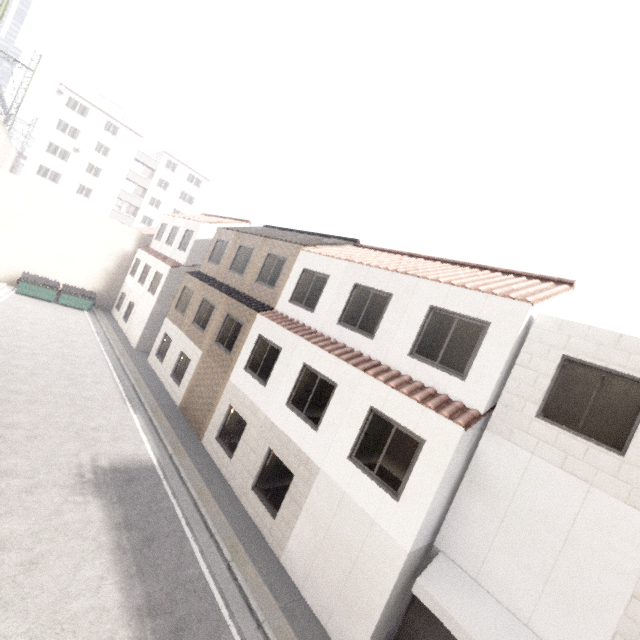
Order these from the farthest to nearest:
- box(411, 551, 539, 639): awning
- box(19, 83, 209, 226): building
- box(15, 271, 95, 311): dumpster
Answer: box(19, 83, 209, 226): building < box(15, 271, 95, 311): dumpster < box(411, 551, 539, 639): awning

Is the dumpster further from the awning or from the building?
the awning

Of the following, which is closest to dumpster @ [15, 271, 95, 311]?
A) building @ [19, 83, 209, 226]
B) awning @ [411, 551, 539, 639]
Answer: building @ [19, 83, 209, 226]

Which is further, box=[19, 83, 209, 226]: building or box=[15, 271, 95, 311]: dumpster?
→ box=[19, 83, 209, 226]: building

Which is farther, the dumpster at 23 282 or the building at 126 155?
the building at 126 155

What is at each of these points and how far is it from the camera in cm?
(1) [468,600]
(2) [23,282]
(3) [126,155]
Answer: (1) awning, 652
(2) dumpster, 2153
(3) building, 4409

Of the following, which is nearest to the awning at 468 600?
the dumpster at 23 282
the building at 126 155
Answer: the dumpster at 23 282

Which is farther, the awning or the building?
the building
